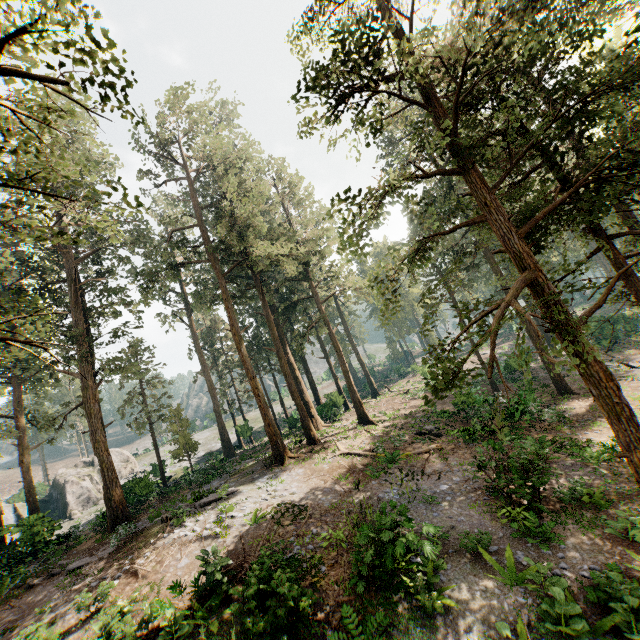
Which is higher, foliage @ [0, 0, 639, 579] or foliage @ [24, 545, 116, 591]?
foliage @ [0, 0, 639, 579]

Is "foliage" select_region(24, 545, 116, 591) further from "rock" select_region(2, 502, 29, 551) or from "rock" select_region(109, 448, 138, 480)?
"rock" select_region(109, 448, 138, 480)

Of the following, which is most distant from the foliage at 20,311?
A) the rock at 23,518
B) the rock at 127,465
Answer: the rock at 127,465

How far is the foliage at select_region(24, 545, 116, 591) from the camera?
14.5m

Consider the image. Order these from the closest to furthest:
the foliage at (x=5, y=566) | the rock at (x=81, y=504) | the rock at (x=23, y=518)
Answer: the foliage at (x=5, y=566)
the rock at (x=23, y=518)
the rock at (x=81, y=504)

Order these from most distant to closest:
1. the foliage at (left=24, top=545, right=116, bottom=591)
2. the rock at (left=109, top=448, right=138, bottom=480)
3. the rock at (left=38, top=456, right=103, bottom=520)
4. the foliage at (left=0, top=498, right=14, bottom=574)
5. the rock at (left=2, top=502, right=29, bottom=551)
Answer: the rock at (left=109, top=448, right=138, bottom=480) → the rock at (left=38, top=456, right=103, bottom=520) → the rock at (left=2, top=502, right=29, bottom=551) → the foliage at (left=0, top=498, right=14, bottom=574) → the foliage at (left=24, top=545, right=116, bottom=591)

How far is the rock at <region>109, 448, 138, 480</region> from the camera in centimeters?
4538cm

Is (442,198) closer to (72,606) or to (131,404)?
(72,606)
